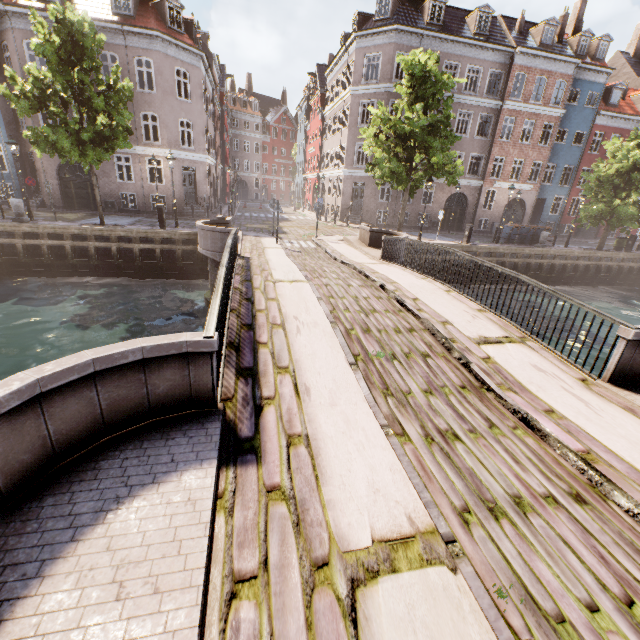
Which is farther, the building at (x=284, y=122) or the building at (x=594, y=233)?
the building at (x=594, y=233)

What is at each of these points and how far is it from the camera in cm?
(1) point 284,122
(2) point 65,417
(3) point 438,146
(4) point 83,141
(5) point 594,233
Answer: (1) building, 5850
(2) bridge, 285
(3) tree, 1631
(4) tree, 1408
(5) building, 3378

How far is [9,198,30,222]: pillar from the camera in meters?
15.3

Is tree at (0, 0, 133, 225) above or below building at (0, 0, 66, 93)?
below

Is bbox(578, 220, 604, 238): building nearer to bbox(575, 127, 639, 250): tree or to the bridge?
bbox(575, 127, 639, 250): tree

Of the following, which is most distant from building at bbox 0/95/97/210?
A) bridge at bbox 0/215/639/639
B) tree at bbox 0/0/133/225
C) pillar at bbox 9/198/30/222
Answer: bridge at bbox 0/215/639/639

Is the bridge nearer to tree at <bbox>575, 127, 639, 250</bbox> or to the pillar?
tree at <bbox>575, 127, 639, 250</bbox>

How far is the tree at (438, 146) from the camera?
15.79m
